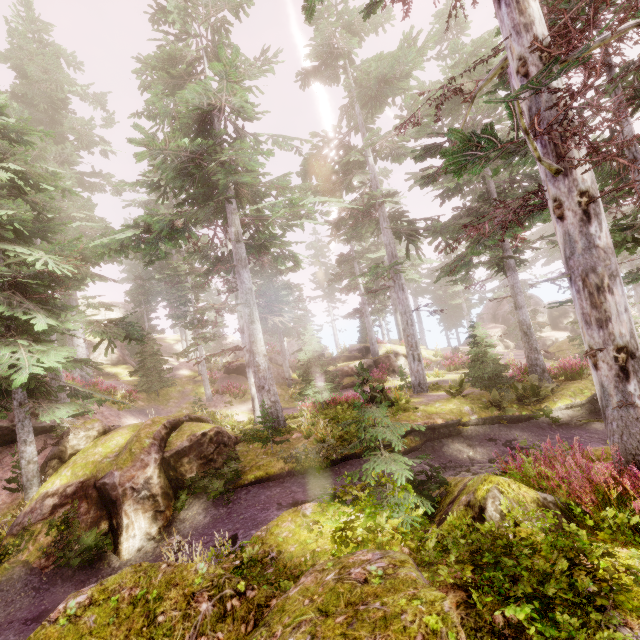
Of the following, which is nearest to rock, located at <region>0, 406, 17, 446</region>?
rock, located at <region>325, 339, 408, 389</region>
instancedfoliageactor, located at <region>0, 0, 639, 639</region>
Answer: instancedfoliageactor, located at <region>0, 0, 639, 639</region>

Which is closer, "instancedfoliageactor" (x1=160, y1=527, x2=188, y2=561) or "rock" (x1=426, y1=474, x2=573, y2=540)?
"rock" (x1=426, y1=474, x2=573, y2=540)

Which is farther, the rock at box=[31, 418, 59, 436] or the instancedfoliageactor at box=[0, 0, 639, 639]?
the rock at box=[31, 418, 59, 436]

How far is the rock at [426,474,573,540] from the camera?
4.07m

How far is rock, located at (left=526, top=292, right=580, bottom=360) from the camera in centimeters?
2906cm

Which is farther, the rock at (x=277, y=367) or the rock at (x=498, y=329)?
the rock at (x=498, y=329)

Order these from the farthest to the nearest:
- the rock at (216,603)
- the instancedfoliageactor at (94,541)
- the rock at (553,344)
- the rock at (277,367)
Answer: the rock at (553,344) < the rock at (277,367) < the instancedfoliageactor at (94,541) < the rock at (216,603)

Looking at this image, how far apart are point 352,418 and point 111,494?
8.76m
